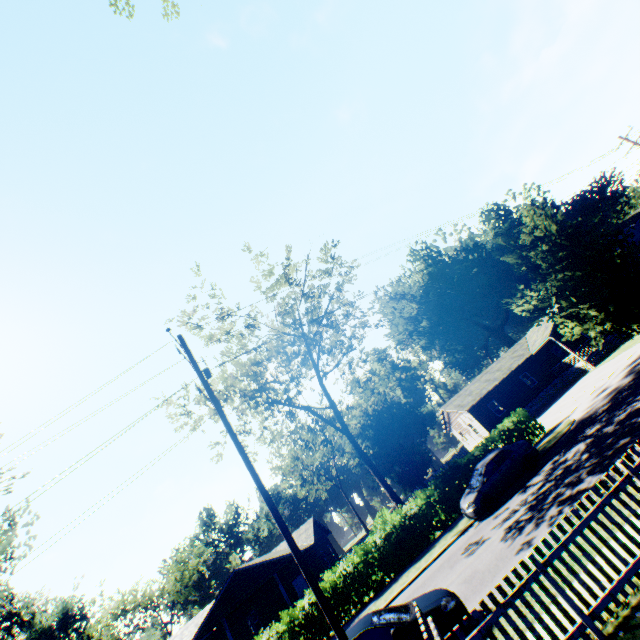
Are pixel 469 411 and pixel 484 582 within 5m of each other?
no

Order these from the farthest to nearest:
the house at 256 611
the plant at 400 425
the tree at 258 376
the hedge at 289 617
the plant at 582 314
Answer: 1. the plant at 400 425
2. the house at 256 611
3. the tree at 258 376
4. the hedge at 289 617
5. the plant at 582 314

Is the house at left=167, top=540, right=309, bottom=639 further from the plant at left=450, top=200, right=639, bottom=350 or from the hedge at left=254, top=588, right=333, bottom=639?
the plant at left=450, top=200, right=639, bottom=350

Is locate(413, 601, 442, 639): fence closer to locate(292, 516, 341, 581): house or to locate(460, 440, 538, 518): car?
locate(460, 440, 538, 518): car

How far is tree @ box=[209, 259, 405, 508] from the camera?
23.5 meters

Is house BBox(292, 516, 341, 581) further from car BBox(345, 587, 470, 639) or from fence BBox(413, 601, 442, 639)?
fence BBox(413, 601, 442, 639)

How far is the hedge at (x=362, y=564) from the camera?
18.41m

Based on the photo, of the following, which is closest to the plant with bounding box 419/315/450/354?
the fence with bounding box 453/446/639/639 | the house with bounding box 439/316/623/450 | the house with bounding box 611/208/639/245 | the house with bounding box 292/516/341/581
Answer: the fence with bounding box 453/446/639/639
